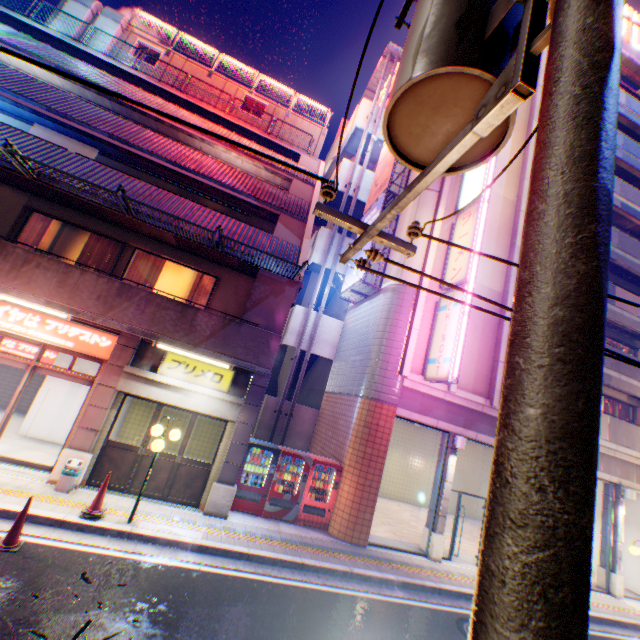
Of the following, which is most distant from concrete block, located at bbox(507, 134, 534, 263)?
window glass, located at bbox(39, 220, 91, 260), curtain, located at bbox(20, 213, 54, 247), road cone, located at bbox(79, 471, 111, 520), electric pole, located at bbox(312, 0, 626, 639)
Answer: curtain, located at bbox(20, 213, 54, 247)

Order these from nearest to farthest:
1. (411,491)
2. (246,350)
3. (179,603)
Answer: (179,603) → (246,350) → (411,491)

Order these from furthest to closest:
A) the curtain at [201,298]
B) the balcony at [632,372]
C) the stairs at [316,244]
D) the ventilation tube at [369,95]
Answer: the ventilation tube at [369,95] < the stairs at [316,244] < the balcony at [632,372] < the curtain at [201,298]

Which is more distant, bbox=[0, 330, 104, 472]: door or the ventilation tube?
the ventilation tube

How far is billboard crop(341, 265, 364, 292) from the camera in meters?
13.7

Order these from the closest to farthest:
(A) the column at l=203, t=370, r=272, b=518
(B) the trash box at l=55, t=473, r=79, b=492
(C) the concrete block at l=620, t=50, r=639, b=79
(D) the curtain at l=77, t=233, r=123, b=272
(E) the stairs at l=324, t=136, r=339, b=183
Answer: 1. (B) the trash box at l=55, t=473, r=79, b=492
2. (A) the column at l=203, t=370, r=272, b=518
3. (D) the curtain at l=77, t=233, r=123, b=272
4. (C) the concrete block at l=620, t=50, r=639, b=79
5. (E) the stairs at l=324, t=136, r=339, b=183

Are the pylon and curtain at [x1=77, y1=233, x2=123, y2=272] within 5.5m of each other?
yes

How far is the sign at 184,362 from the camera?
9.50m
